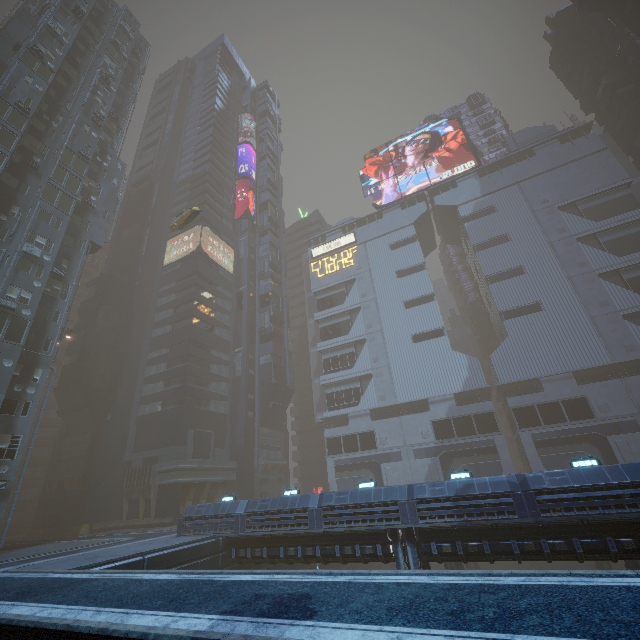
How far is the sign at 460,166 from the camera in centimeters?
5634cm

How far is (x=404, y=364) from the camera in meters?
48.0

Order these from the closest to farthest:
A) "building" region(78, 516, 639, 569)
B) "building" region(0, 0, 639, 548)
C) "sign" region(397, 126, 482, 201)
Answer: "building" region(78, 516, 639, 569)
"building" region(0, 0, 639, 548)
"sign" region(397, 126, 482, 201)

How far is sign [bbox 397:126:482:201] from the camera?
56.34m

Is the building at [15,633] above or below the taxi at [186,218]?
below

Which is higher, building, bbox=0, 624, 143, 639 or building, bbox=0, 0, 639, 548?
building, bbox=0, 0, 639, 548

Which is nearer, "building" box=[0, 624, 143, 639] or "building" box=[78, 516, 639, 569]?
"building" box=[0, 624, 143, 639]

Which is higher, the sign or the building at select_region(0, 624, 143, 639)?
the sign
